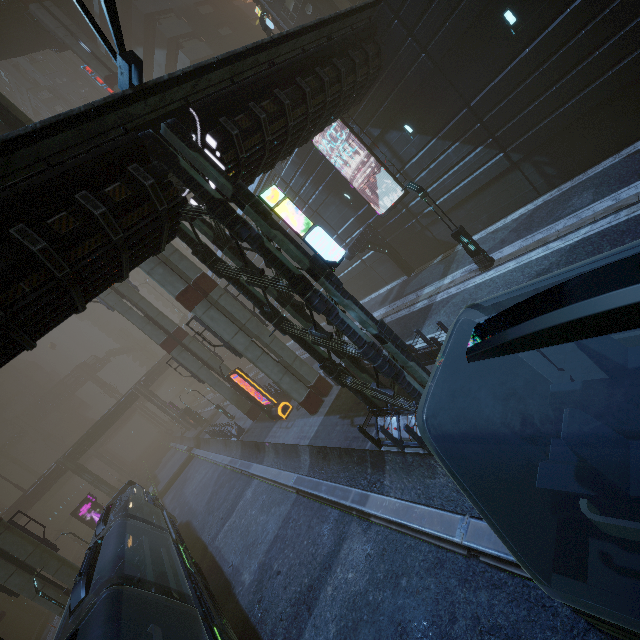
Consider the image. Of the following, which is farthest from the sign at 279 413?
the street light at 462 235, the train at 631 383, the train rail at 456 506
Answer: the street light at 462 235

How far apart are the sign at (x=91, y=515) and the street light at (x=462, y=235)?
42.0 meters

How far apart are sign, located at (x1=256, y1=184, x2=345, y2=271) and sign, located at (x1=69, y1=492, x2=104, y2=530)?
39.8 meters

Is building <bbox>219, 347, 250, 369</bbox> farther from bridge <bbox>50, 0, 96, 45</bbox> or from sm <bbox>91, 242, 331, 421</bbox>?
bridge <bbox>50, 0, 96, 45</bbox>

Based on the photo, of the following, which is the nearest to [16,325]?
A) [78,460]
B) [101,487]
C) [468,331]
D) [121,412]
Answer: [468,331]

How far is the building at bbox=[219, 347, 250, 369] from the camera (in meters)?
57.03

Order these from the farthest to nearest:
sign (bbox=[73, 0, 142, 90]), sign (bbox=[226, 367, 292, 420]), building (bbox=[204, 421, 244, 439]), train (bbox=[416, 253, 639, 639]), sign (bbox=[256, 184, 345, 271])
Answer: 1. building (bbox=[204, 421, 244, 439])
2. sign (bbox=[226, 367, 292, 420])
3. sign (bbox=[256, 184, 345, 271])
4. sign (bbox=[73, 0, 142, 90])
5. train (bbox=[416, 253, 639, 639])

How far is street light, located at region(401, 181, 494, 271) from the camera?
14.48m
